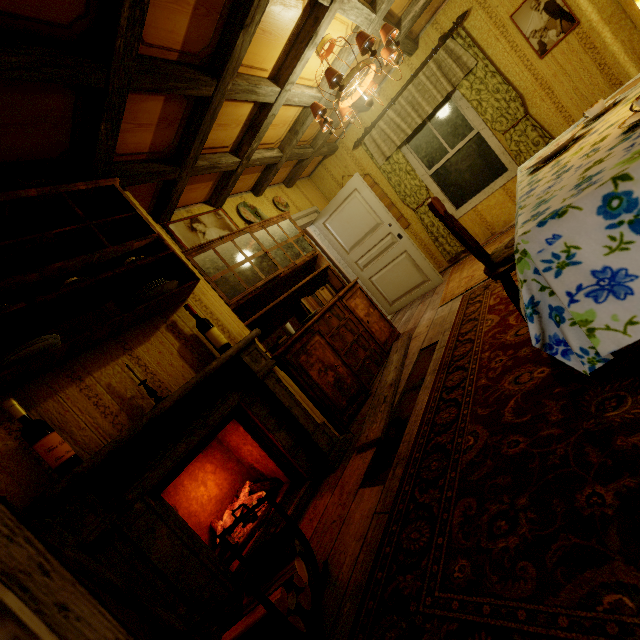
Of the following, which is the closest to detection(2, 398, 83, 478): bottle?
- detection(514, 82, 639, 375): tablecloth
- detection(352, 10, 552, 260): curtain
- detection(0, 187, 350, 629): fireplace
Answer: detection(0, 187, 350, 629): fireplace

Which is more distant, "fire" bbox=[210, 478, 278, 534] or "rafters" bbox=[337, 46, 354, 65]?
"rafters" bbox=[337, 46, 354, 65]

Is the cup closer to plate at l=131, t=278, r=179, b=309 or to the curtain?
plate at l=131, t=278, r=179, b=309

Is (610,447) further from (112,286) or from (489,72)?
(489,72)

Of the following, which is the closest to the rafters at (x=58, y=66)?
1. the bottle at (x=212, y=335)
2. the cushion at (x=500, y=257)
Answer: the bottle at (x=212, y=335)

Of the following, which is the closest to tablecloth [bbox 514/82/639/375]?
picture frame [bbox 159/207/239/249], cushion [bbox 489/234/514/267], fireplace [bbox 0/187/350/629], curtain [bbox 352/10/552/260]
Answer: cushion [bbox 489/234/514/267]

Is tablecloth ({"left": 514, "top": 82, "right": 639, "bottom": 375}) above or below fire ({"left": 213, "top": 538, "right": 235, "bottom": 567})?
above

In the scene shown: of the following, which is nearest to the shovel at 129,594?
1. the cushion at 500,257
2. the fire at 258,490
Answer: the fire at 258,490
